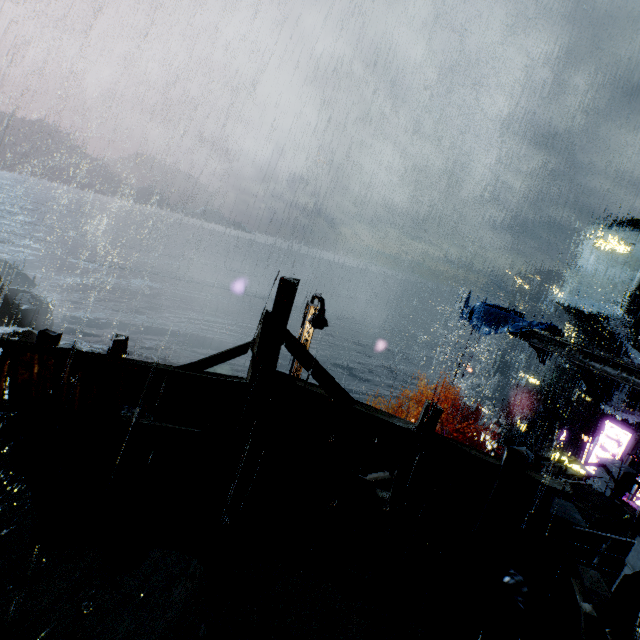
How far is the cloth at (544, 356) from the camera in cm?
1712

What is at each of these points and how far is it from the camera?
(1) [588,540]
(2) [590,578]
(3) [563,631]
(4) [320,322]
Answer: (1) building, 9.7 meters
(2) building, 5.9 meters
(3) building, 4.4 meters
(4) street light, 12.6 meters

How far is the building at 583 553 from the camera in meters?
8.9

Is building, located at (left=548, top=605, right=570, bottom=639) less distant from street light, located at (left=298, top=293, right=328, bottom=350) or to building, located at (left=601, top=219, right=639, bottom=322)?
street light, located at (left=298, top=293, right=328, bottom=350)

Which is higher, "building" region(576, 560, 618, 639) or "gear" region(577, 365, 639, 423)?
"building" region(576, 560, 618, 639)

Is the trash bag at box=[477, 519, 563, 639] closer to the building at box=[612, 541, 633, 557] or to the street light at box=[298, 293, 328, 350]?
the building at box=[612, 541, 633, 557]

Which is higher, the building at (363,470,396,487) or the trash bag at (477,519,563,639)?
the trash bag at (477,519,563,639)

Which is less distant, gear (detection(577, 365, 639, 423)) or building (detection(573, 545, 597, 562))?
building (detection(573, 545, 597, 562))
